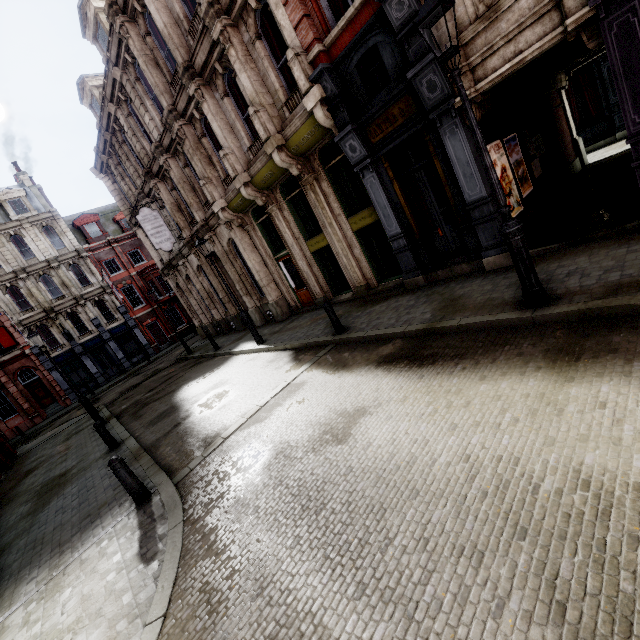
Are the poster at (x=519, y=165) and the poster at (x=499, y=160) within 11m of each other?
yes

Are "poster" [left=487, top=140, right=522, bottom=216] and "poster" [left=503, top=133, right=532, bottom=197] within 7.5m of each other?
yes

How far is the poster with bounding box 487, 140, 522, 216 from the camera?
7.9m

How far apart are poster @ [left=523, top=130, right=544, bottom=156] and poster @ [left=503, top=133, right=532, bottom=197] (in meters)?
1.38

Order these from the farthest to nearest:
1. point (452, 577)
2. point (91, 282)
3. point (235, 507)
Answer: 1. point (91, 282)
2. point (235, 507)
3. point (452, 577)

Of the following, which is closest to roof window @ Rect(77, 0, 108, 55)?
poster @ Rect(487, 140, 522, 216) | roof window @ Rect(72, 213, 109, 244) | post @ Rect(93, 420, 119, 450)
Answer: post @ Rect(93, 420, 119, 450)

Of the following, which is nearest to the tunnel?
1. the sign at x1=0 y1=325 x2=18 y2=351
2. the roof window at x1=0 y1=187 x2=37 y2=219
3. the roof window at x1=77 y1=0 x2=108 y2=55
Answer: the roof window at x1=77 y1=0 x2=108 y2=55

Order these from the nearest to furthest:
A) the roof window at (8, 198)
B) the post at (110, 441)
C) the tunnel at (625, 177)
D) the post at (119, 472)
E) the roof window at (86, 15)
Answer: the post at (119, 472) < the tunnel at (625, 177) < the post at (110, 441) < the roof window at (86, 15) < the roof window at (8, 198)
